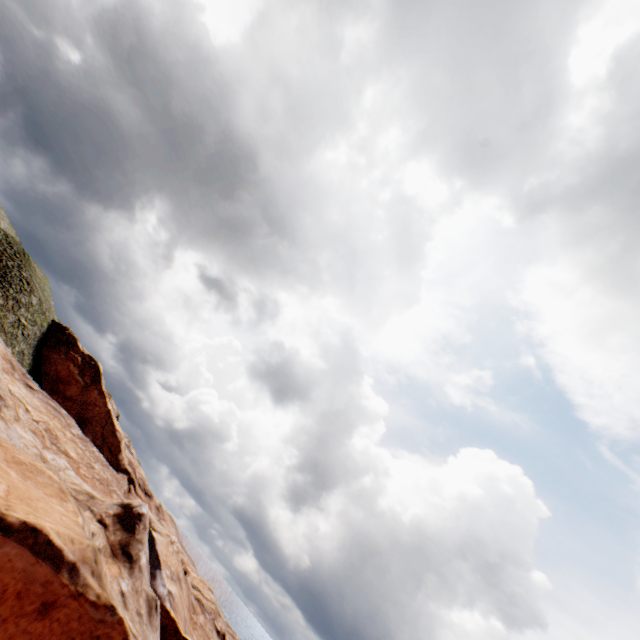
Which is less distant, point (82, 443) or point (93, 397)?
→ point (82, 443)
